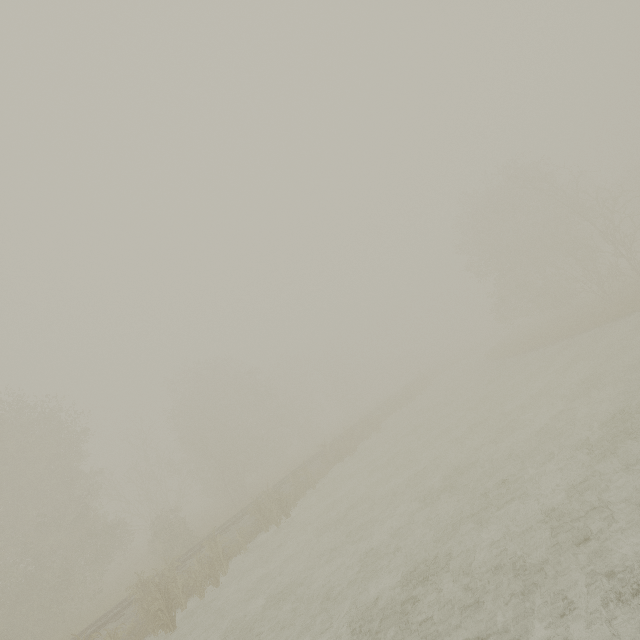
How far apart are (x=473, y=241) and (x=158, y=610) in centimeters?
3922cm

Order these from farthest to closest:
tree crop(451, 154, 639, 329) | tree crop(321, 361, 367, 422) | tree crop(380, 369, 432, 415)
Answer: tree crop(321, 361, 367, 422) → tree crop(380, 369, 432, 415) → tree crop(451, 154, 639, 329)

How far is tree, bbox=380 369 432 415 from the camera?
34.9m

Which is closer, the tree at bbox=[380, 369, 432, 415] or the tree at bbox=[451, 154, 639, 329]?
the tree at bbox=[451, 154, 639, 329]

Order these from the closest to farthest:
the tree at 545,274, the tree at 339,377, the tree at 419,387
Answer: the tree at 545,274
the tree at 419,387
the tree at 339,377

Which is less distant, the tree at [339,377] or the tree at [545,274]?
the tree at [545,274]

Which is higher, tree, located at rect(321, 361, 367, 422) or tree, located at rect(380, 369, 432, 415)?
tree, located at rect(321, 361, 367, 422)
